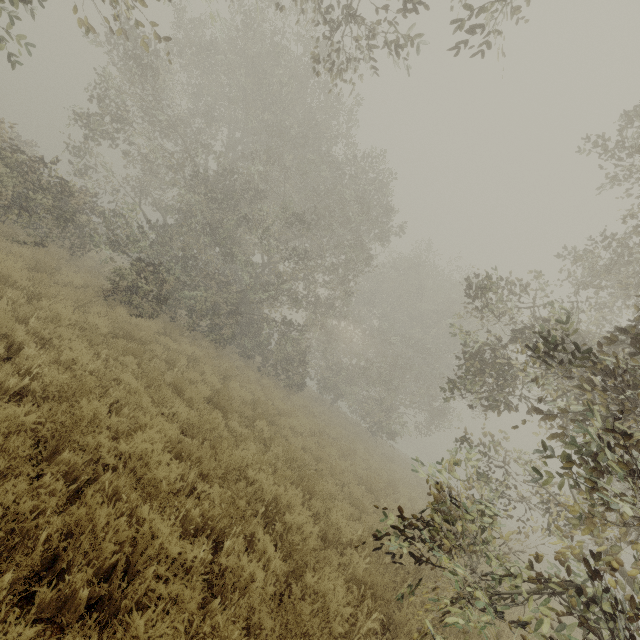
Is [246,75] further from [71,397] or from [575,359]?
[575,359]
